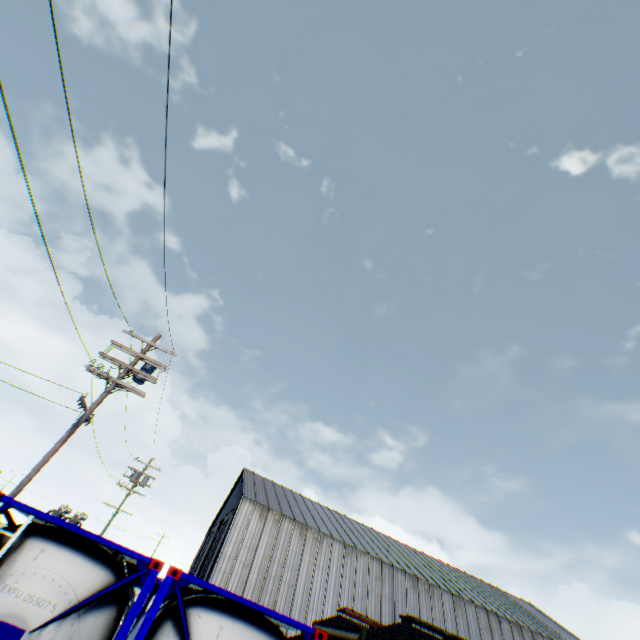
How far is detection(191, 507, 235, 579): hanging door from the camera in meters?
31.4 m

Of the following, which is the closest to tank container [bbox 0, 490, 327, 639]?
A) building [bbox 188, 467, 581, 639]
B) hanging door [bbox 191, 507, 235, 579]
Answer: building [bbox 188, 467, 581, 639]

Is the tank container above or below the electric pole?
below

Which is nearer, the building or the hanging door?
the building

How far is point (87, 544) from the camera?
5.2 meters

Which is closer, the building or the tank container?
the tank container

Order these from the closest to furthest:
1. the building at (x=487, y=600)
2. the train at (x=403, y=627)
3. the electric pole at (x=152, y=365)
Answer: the train at (x=403, y=627), the electric pole at (x=152, y=365), the building at (x=487, y=600)

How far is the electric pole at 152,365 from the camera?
9.7m
